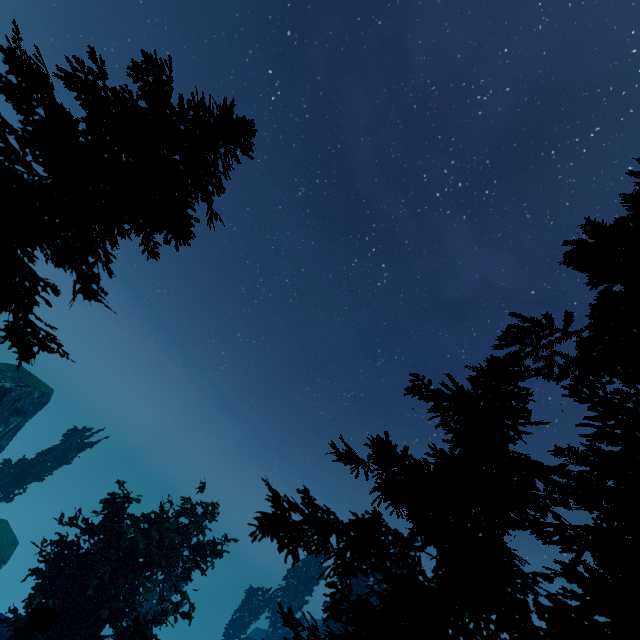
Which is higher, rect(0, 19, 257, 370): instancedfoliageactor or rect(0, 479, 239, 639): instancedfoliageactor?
rect(0, 19, 257, 370): instancedfoliageactor

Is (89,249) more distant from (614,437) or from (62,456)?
(62,456)

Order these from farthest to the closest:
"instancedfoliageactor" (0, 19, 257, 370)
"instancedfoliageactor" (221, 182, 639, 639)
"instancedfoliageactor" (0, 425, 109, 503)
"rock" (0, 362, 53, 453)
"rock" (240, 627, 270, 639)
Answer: "rock" (240, 627, 270, 639), "instancedfoliageactor" (0, 425, 109, 503), "rock" (0, 362, 53, 453), "instancedfoliageactor" (0, 19, 257, 370), "instancedfoliageactor" (221, 182, 639, 639)

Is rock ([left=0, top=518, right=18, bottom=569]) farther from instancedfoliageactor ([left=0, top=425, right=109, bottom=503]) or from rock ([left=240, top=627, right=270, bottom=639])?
rock ([left=240, top=627, right=270, bottom=639])

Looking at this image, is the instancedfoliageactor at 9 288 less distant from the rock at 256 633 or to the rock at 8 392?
the rock at 8 392

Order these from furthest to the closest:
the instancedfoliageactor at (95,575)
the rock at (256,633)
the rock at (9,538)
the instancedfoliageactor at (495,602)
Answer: the rock at (256,633)
the rock at (9,538)
the instancedfoliageactor at (95,575)
the instancedfoliageactor at (495,602)

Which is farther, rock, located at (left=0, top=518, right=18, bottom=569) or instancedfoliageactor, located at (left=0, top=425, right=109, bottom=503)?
rock, located at (left=0, top=518, right=18, bottom=569)
